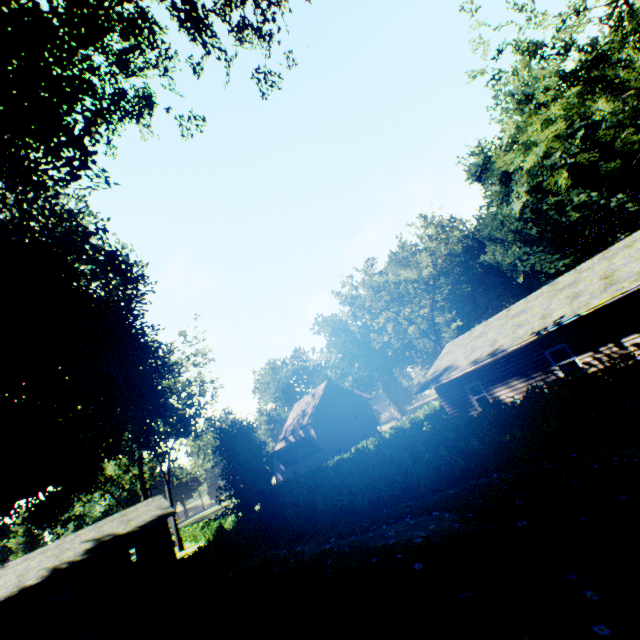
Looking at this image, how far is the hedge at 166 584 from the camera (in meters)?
18.12

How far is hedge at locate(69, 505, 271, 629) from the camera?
18.12m

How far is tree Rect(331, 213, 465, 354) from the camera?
35.1m

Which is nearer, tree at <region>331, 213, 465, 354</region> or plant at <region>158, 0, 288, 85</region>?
plant at <region>158, 0, 288, 85</region>

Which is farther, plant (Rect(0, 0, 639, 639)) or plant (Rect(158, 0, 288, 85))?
plant (Rect(158, 0, 288, 85))

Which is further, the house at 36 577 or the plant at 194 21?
the house at 36 577

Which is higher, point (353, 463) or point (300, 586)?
point (300, 586)

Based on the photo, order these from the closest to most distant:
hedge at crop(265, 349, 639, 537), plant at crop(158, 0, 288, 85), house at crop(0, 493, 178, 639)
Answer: hedge at crop(265, 349, 639, 537) < plant at crop(158, 0, 288, 85) < house at crop(0, 493, 178, 639)
